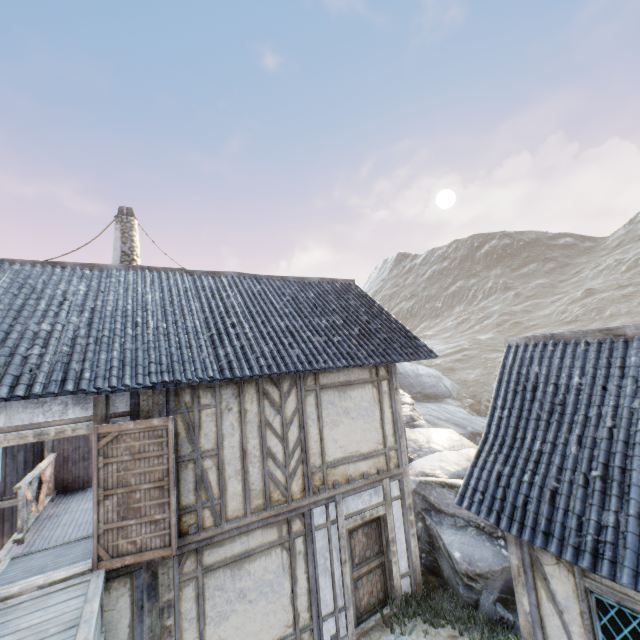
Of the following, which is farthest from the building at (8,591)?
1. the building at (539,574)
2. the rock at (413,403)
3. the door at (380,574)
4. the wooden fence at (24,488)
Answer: the rock at (413,403)

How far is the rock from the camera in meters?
7.2 m

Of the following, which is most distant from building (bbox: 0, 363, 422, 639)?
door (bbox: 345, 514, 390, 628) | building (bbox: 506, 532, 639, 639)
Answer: building (bbox: 506, 532, 639, 639)

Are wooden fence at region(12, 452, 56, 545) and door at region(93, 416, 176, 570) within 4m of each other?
yes

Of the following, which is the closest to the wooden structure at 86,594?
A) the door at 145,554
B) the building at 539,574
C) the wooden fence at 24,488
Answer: the door at 145,554

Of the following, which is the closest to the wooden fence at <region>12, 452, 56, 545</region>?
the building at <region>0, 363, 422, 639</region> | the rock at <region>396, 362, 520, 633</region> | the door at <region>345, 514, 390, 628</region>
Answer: the building at <region>0, 363, 422, 639</region>

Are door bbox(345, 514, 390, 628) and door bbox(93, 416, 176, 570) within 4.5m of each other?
yes

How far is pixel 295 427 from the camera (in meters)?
7.06
